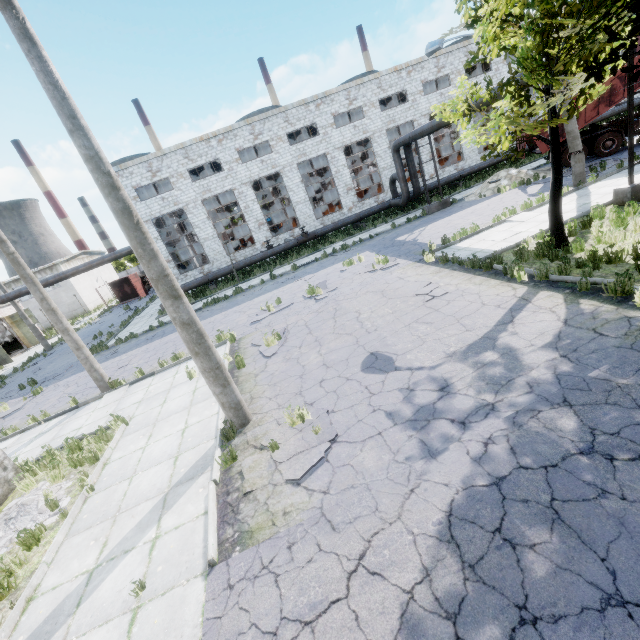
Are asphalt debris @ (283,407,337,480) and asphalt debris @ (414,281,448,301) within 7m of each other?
yes

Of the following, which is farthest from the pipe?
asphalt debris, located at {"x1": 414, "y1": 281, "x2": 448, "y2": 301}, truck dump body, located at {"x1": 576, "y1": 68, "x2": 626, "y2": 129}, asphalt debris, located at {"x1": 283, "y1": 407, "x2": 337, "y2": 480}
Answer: asphalt debris, located at {"x1": 283, "y1": 407, "x2": 337, "y2": 480}

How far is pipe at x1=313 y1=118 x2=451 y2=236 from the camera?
19.39m

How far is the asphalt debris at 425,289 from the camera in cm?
965

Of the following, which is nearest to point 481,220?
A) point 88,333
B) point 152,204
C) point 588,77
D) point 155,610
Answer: point 588,77

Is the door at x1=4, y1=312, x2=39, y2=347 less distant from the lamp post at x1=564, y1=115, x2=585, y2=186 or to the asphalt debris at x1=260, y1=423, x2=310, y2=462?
the asphalt debris at x1=260, y1=423, x2=310, y2=462

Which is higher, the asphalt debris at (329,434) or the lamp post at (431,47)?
the lamp post at (431,47)

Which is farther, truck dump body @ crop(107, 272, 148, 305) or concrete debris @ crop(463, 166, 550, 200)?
truck dump body @ crop(107, 272, 148, 305)
